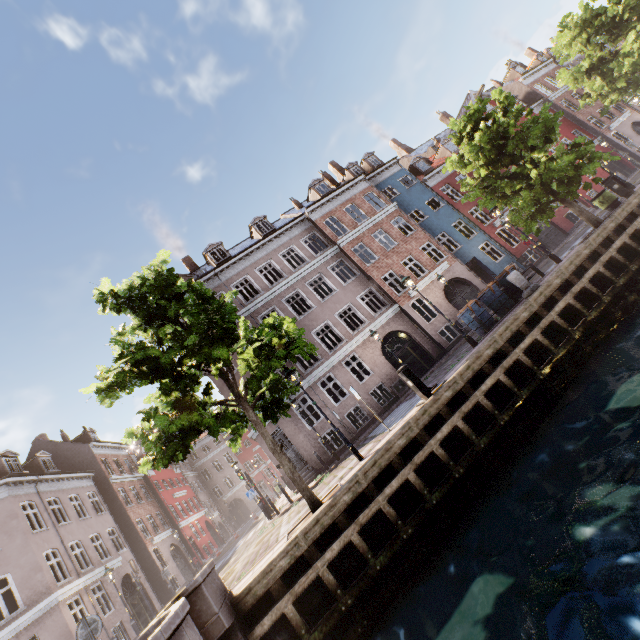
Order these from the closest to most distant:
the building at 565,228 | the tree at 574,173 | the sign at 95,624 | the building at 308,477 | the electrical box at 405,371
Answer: the sign at 95,624, the electrical box at 405,371, the tree at 574,173, the building at 308,477, the building at 565,228

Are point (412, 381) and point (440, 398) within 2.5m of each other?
yes

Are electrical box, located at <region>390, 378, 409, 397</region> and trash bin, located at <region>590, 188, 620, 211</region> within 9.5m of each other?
no

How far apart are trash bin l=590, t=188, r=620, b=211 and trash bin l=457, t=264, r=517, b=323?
6.7m

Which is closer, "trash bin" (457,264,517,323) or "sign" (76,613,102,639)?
"sign" (76,613,102,639)

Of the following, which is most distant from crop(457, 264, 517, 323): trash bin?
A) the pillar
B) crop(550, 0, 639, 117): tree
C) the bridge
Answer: the bridge

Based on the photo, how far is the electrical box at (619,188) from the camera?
13.9m

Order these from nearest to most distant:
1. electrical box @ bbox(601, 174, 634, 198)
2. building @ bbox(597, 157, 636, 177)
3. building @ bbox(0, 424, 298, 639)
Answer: electrical box @ bbox(601, 174, 634, 198) → building @ bbox(0, 424, 298, 639) → building @ bbox(597, 157, 636, 177)
